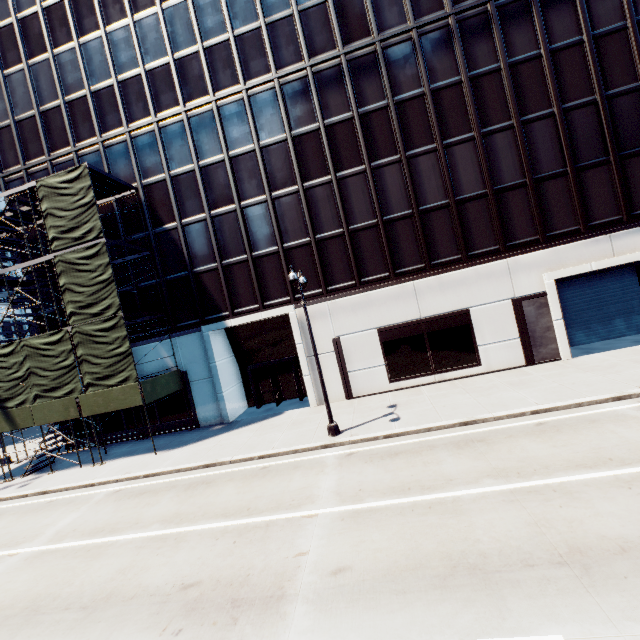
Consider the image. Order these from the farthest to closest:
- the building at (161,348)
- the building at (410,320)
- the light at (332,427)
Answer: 1. the building at (161,348)
2. the building at (410,320)
3. the light at (332,427)

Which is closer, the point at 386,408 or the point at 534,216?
the point at 386,408

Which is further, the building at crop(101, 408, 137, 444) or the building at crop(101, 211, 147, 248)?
the building at crop(101, 408, 137, 444)

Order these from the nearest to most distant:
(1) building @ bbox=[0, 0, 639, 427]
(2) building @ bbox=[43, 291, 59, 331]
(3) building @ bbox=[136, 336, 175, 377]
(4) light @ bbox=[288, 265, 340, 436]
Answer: (4) light @ bbox=[288, 265, 340, 436] < (1) building @ bbox=[0, 0, 639, 427] < (3) building @ bbox=[136, 336, 175, 377] < (2) building @ bbox=[43, 291, 59, 331]

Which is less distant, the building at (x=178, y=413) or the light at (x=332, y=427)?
the light at (x=332, y=427)

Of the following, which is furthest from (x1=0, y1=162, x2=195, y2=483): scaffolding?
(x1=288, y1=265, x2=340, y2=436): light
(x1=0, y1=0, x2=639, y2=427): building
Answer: (x1=288, y1=265, x2=340, y2=436): light

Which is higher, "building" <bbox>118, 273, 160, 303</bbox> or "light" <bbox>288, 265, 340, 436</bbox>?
"building" <bbox>118, 273, 160, 303</bbox>

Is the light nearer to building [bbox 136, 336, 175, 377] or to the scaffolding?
building [bbox 136, 336, 175, 377]
